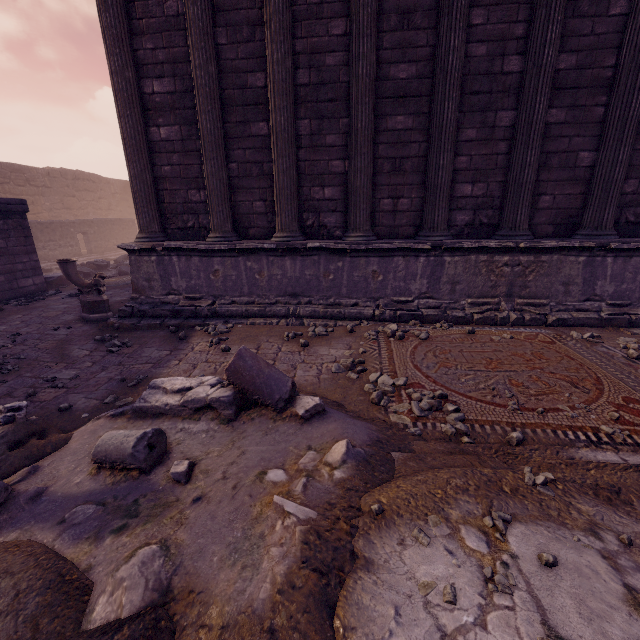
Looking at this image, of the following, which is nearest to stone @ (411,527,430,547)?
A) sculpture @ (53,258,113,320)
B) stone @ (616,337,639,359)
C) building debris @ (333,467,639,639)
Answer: building debris @ (333,467,639,639)

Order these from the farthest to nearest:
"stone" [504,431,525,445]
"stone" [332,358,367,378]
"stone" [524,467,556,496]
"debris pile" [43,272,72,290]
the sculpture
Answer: "debris pile" [43,272,72,290] → the sculpture → "stone" [332,358,367,378] → "stone" [504,431,525,445] → "stone" [524,467,556,496]

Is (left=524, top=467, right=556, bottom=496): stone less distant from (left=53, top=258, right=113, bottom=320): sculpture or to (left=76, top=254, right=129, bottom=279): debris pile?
(left=53, top=258, right=113, bottom=320): sculpture

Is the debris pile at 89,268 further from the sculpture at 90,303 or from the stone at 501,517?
the stone at 501,517

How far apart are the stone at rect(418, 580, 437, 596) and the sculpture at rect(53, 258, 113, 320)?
7.6m

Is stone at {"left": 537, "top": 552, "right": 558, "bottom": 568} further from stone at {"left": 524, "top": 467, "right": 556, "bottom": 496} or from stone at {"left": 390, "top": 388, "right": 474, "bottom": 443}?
stone at {"left": 390, "top": 388, "right": 474, "bottom": 443}

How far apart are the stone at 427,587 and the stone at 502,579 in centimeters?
18cm

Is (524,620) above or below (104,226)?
below
